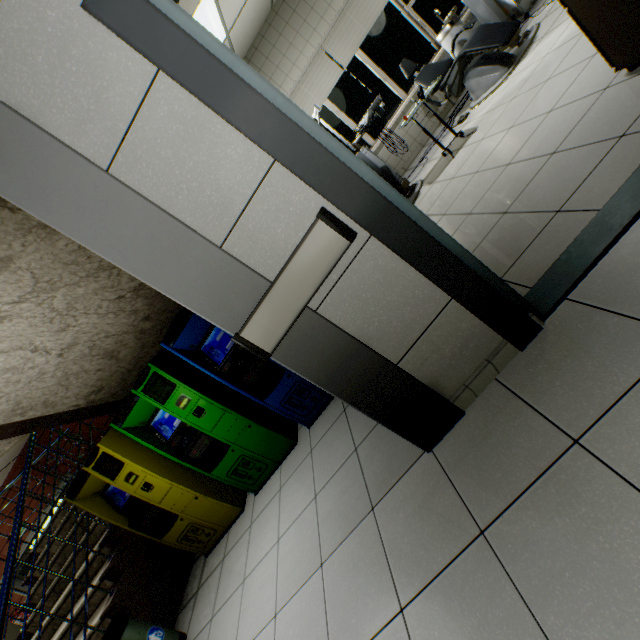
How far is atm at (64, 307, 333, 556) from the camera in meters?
2.9 m

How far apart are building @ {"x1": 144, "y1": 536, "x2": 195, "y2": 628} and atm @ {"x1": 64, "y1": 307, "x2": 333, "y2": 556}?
1.4 meters

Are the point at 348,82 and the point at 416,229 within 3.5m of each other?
no

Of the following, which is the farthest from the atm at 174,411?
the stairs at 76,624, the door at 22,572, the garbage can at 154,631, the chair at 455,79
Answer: the door at 22,572

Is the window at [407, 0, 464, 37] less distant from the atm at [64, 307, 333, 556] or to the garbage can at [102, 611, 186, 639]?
the atm at [64, 307, 333, 556]

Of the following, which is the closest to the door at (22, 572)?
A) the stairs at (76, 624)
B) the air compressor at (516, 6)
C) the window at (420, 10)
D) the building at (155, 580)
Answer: the stairs at (76, 624)

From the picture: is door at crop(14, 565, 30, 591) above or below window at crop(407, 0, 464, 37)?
above

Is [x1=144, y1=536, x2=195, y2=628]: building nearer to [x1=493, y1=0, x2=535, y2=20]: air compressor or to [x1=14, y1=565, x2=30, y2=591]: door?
[x1=14, y1=565, x2=30, y2=591]: door
